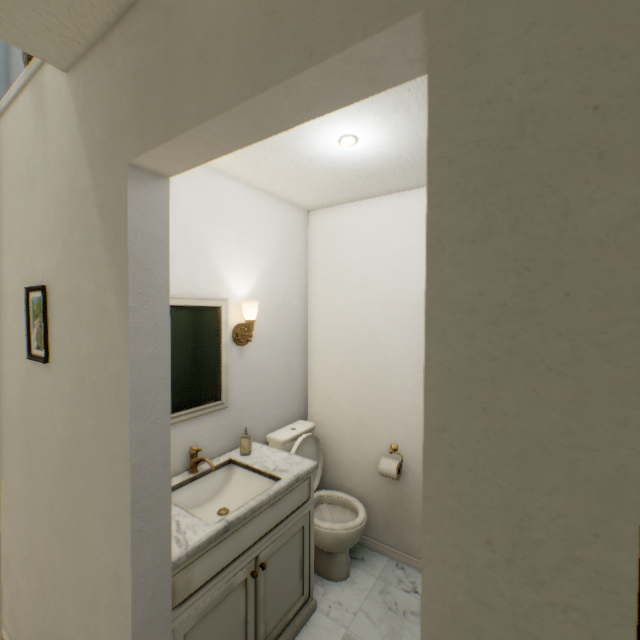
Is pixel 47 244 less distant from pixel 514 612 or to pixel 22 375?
pixel 22 375

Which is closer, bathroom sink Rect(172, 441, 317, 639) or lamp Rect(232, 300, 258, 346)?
bathroom sink Rect(172, 441, 317, 639)

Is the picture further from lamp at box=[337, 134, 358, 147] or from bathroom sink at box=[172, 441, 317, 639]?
lamp at box=[337, 134, 358, 147]

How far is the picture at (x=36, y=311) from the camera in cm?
121

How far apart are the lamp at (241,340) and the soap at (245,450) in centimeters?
52cm

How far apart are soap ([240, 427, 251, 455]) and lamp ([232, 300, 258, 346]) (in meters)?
0.52

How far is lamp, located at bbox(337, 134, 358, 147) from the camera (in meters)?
1.45

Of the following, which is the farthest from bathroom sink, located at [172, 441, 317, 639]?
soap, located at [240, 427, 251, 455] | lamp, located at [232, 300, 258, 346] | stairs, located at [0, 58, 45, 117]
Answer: stairs, located at [0, 58, 45, 117]
